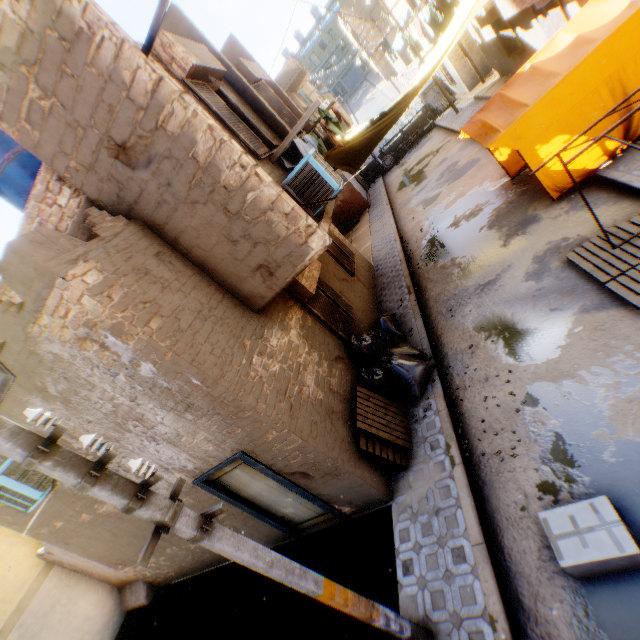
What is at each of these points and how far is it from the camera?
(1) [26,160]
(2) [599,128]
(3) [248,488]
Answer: (1) water tank, 6.4m
(2) tent, 6.7m
(3) door, 6.0m

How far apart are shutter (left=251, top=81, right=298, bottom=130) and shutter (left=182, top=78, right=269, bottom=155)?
1.30m

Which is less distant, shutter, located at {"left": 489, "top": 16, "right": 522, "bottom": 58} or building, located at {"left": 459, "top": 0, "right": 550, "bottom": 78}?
building, located at {"left": 459, "top": 0, "right": 550, "bottom": 78}

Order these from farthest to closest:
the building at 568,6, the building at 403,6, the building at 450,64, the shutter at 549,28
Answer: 1. the building at 450,64
2. the building at 403,6
3. the shutter at 549,28
4. the building at 568,6

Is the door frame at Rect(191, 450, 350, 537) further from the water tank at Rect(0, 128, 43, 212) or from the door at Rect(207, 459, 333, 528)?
the water tank at Rect(0, 128, 43, 212)

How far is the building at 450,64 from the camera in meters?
18.7

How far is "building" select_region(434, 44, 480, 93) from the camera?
18.70m

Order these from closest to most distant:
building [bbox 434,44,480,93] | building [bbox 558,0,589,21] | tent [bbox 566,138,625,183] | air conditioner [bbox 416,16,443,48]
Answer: tent [bbox 566,138,625,183] < building [bbox 558,0,589,21] < air conditioner [bbox 416,16,443,48] < building [bbox 434,44,480,93]
